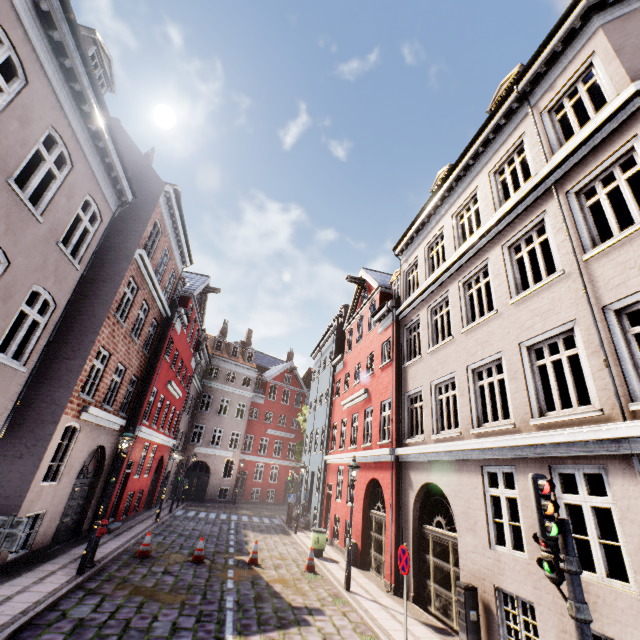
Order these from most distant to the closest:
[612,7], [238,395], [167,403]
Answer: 1. [238,395]
2. [167,403]
3. [612,7]

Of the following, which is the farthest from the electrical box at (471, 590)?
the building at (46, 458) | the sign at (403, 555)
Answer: the sign at (403, 555)

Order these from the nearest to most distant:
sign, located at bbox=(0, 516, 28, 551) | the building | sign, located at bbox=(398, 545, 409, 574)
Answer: sign, located at bbox=(0, 516, 28, 551)
the building
sign, located at bbox=(398, 545, 409, 574)

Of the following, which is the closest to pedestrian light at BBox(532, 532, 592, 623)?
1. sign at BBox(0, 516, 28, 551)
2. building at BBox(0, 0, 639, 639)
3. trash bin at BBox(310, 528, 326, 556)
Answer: building at BBox(0, 0, 639, 639)

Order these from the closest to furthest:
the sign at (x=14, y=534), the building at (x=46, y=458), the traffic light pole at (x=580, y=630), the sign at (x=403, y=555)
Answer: the traffic light pole at (x=580, y=630) → the sign at (x=14, y=534) → the building at (x=46, y=458) → the sign at (x=403, y=555)

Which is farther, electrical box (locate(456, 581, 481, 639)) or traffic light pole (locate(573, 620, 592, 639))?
electrical box (locate(456, 581, 481, 639))

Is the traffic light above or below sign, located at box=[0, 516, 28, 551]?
above

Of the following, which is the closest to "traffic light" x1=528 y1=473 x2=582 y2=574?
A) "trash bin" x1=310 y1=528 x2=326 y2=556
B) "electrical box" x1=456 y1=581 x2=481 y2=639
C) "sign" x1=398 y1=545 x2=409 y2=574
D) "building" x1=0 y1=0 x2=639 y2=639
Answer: "building" x1=0 y1=0 x2=639 y2=639
